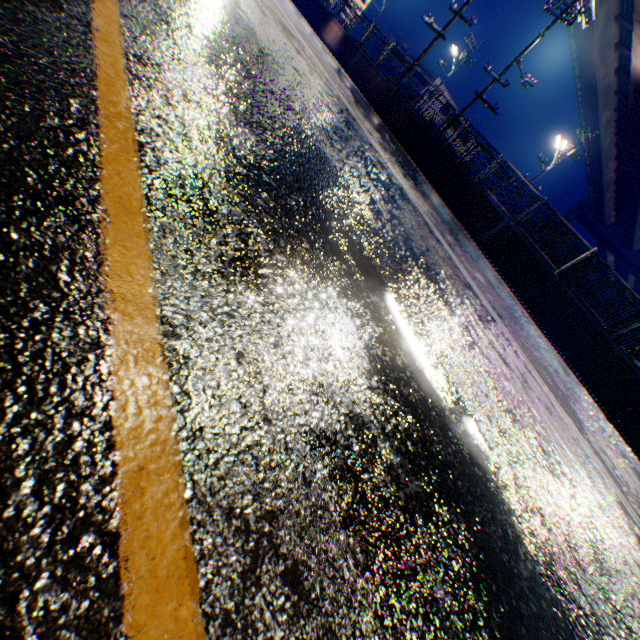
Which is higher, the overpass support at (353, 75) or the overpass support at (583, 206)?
the overpass support at (583, 206)

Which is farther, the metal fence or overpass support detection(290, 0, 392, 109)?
A: overpass support detection(290, 0, 392, 109)

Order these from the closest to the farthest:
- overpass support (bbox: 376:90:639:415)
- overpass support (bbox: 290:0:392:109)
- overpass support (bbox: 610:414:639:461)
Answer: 1. overpass support (bbox: 610:414:639:461)
2. overpass support (bbox: 376:90:639:415)
3. overpass support (bbox: 290:0:392:109)

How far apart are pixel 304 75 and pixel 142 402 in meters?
7.2 m

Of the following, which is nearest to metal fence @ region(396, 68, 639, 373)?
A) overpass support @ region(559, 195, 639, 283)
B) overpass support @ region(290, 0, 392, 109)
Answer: overpass support @ region(290, 0, 392, 109)

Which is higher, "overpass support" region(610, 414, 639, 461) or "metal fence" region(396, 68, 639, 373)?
"metal fence" region(396, 68, 639, 373)

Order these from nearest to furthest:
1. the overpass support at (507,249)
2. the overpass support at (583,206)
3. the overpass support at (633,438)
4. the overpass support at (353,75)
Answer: the overpass support at (633,438), the overpass support at (507,249), the overpass support at (353,75), the overpass support at (583,206)
